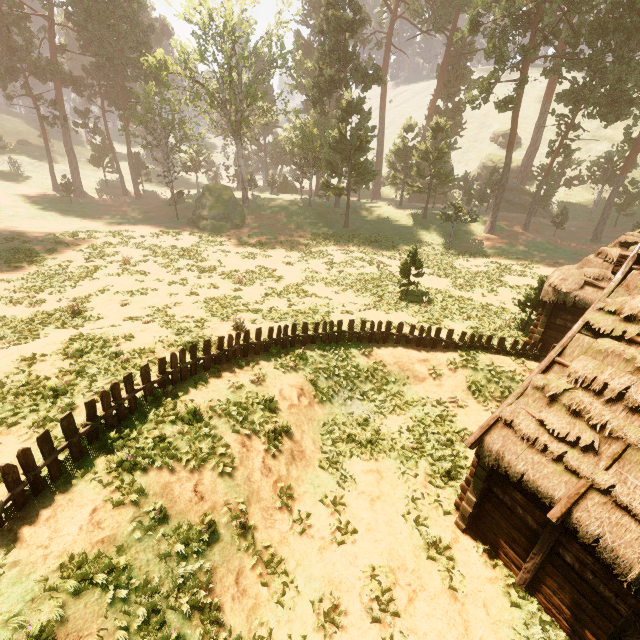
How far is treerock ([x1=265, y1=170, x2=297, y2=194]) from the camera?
52.44m

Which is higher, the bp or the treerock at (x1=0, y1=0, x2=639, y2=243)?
the treerock at (x1=0, y1=0, x2=639, y2=243)

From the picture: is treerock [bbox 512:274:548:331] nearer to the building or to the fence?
the building

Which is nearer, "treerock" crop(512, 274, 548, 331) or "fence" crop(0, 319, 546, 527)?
"fence" crop(0, 319, 546, 527)

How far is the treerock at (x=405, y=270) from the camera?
21.41m

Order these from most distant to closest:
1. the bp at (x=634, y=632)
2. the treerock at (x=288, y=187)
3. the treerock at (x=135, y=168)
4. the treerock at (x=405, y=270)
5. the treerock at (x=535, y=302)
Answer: the treerock at (x=288, y=187)
the treerock at (x=135, y=168)
the treerock at (x=405, y=270)
the treerock at (x=535, y=302)
the bp at (x=634, y=632)

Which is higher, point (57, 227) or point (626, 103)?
point (626, 103)
